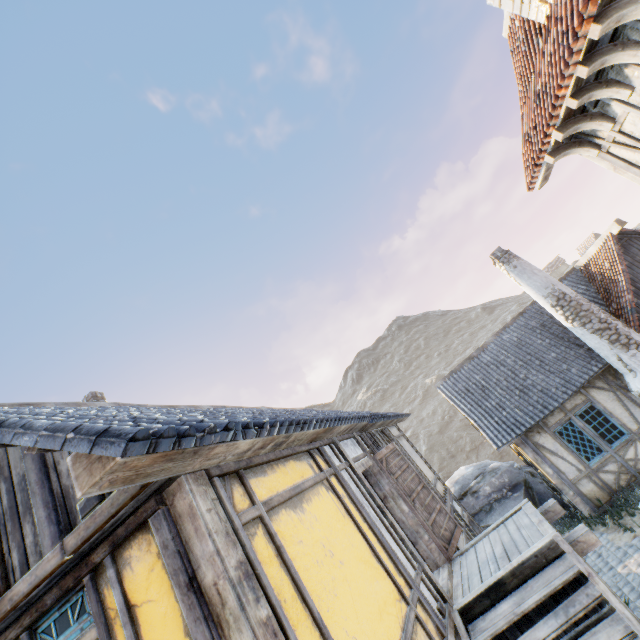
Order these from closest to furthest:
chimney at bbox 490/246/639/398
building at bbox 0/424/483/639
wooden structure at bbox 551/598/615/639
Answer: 1. building at bbox 0/424/483/639
2. wooden structure at bbox 551/598/615/639
3. chimney at bbox 490/246/639/398

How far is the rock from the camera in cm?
1181

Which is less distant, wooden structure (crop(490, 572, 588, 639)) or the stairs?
the stairs

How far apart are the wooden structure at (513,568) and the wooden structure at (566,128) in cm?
539

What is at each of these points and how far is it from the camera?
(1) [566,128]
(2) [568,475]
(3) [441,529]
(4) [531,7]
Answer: (1) wooden structure, 4.6m
(2) building, 10.3m
(3) door, 6.4m
(4) chimney, 4.8m

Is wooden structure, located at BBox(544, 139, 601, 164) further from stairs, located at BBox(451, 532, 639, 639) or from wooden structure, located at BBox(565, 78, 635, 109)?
stairs, located at BBox(451, 532, 639, 639)

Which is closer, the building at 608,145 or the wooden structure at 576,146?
the building at 608,145

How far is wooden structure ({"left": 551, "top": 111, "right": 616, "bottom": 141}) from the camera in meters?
4.4 m
